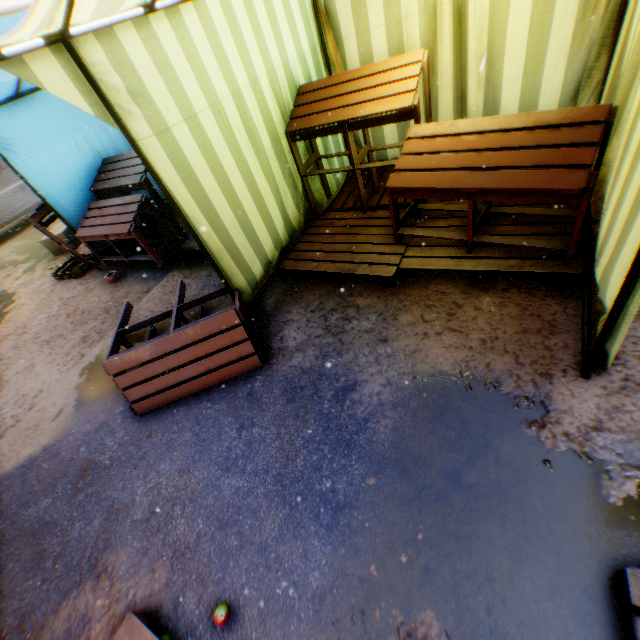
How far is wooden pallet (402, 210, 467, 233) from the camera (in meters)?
2.78

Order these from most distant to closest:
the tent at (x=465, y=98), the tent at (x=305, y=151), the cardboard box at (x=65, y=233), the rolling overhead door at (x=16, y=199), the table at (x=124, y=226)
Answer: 1. the rolling overhead door at (x=16, y=199)
2. the cardboard box at (x=65, y=233)
3. the table at (x=124, y=226)
4. the tent at (x=305, y=151)
5. the tent at (x=465, y=98)

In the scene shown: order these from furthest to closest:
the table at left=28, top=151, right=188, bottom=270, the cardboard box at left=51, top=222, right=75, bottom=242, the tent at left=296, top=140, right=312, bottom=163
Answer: the cardboard box at left=51, top=222, right=75, bottom=242, the table at left=28, top=151, right=188, bottom=270, the tent at left=296, top=140, right=312, bottom=163

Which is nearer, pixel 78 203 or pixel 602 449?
pixel 602 449

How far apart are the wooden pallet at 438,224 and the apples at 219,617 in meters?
2.3 m

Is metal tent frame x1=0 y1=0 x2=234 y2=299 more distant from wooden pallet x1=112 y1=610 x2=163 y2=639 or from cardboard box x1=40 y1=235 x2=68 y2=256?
cardboard box x1=40 y1=235 x2=68 y2=256

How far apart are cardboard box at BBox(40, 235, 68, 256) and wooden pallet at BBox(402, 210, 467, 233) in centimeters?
570cm

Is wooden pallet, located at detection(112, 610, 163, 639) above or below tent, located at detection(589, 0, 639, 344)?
below
